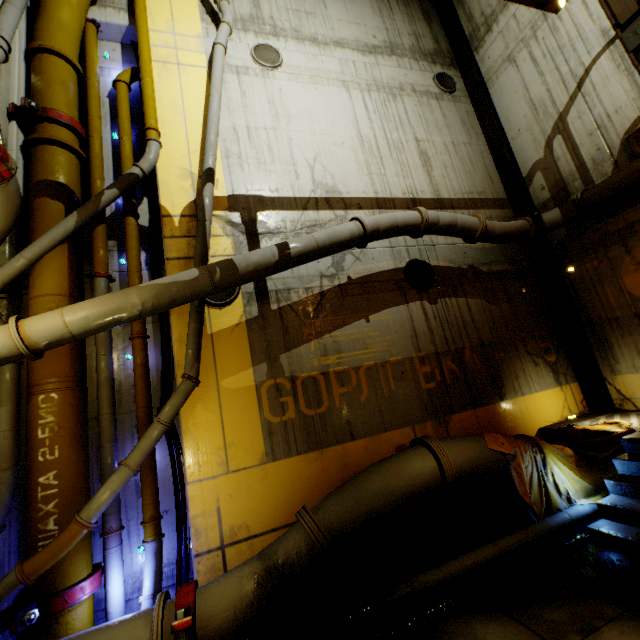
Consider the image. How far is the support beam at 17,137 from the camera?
5.66m

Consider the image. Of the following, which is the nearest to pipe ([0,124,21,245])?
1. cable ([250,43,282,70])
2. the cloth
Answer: the cloth

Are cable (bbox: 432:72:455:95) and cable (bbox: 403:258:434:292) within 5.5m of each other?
no

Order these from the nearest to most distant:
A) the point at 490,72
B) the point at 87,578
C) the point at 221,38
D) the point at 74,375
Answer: the point at 87,578, the point at 74,375, the point at 221,38, the point at 490,72

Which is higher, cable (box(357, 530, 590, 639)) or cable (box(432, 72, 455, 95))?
cable (box(432, 72, 455, 95))

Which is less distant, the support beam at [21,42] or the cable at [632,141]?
the support beam at [21,42]

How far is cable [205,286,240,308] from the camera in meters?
Result: 6.1

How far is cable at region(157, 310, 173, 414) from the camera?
5.83m
